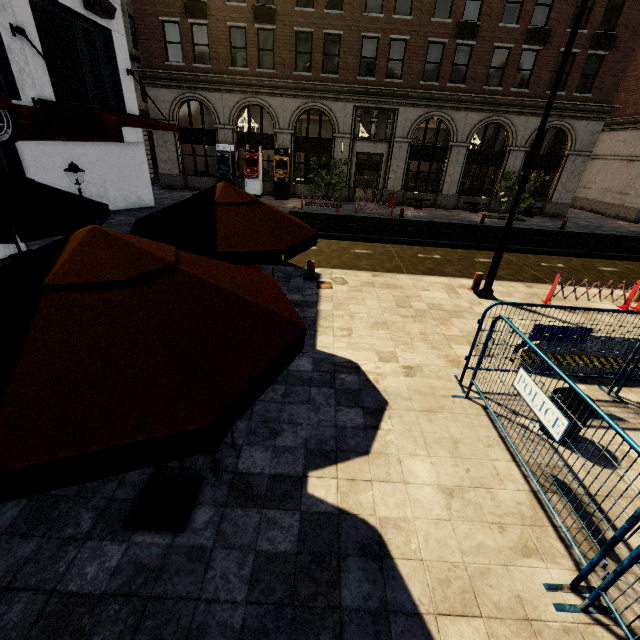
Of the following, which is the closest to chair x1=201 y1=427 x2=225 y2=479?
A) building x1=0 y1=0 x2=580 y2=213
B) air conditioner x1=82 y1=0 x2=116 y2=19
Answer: air conditioner x1=82 y1=0 x2=116 y2=19

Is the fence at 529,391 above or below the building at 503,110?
below

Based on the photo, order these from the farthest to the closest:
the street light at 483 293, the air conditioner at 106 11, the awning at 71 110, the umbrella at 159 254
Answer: the air conditioner at 106 11 < the awning at 71 110 < the street light at 483 293 < the umbrella at 159 254

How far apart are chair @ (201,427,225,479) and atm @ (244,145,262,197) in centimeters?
2101cm

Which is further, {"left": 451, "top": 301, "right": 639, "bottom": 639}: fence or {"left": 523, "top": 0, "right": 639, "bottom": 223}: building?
{"left": 523, "top": 0, "right": 639, "bottom": 223}: building

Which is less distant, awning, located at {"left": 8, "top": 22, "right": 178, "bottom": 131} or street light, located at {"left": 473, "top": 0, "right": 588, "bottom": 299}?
street light, located at {"left": 473, "top": 0, "right": 588, "bottom": 299}

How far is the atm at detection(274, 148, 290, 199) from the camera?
21.3m

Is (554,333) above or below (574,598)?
above
